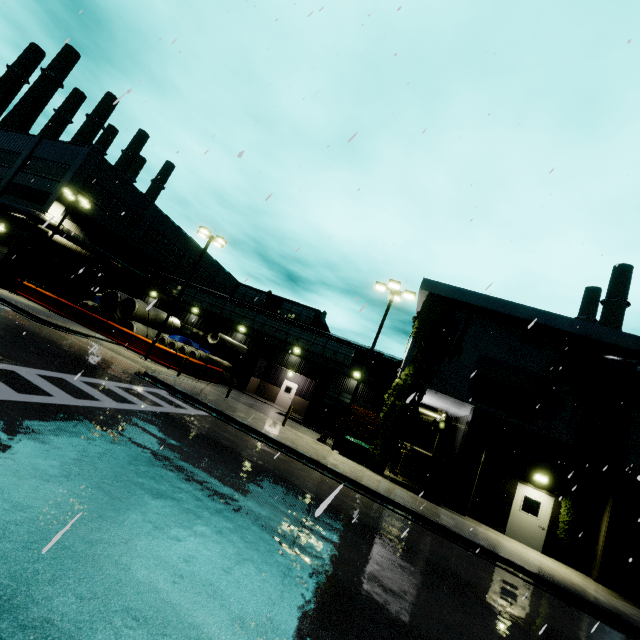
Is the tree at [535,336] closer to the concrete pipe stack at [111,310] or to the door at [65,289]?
the concrete pipe stack at [111,310]

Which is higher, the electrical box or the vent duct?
the vent duct

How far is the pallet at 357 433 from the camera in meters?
18.3 m

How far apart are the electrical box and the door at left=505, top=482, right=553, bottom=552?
6.8 meters

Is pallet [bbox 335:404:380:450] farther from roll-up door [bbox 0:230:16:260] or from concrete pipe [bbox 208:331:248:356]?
roll-up door [bbox 0:230:16:260]

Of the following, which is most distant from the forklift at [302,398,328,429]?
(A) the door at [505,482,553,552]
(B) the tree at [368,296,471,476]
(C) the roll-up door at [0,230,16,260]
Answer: (C) the roll-up door at [0,230,16,260]

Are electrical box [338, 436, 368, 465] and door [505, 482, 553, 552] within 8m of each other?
yes

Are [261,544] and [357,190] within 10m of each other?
yes
